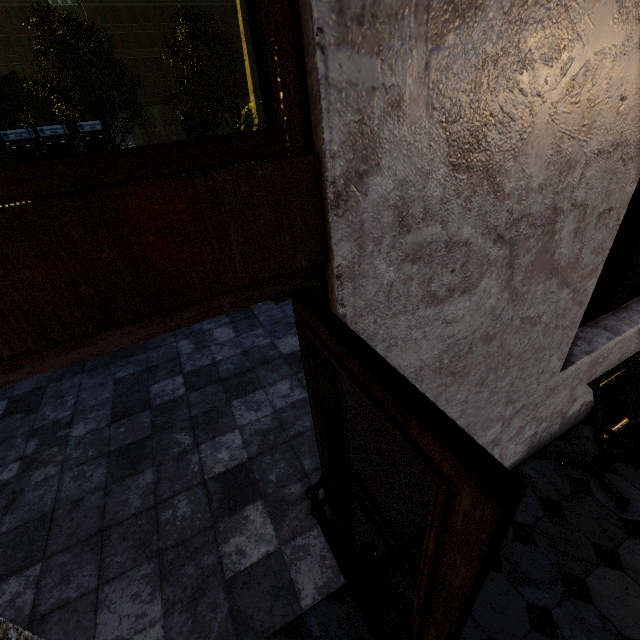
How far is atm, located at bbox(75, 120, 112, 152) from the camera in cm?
1435

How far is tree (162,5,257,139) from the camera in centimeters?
1143cm

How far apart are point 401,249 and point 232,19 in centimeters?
7441cm

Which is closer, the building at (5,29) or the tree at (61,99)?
the tree at (61,99)

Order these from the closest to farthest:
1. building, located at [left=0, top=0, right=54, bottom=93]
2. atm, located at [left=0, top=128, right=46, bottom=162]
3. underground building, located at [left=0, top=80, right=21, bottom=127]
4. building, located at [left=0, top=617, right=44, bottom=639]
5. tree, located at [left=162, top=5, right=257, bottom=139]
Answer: building, located at [left=0, top=617, right=44, bottom=639], tree, located at [left=162, top=5, right=257, bottom=139], atm, located at [left=0, top=128, right=46, bottom=162], underground building, located at [left=0, top=80, right=21, bottom=127], building, located at [left=0, top=0, right=54, bottom=93]

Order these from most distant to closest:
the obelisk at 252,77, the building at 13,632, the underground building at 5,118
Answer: the obelisk at 252,77 < the underground building at 5,118 < the building at 13,632

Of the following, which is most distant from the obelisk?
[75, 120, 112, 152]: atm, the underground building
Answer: [75, 120, 112, 152]: atm

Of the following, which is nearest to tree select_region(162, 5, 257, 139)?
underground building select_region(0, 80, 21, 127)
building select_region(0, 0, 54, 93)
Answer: underground building select_region(0, 80, 21, 127)
